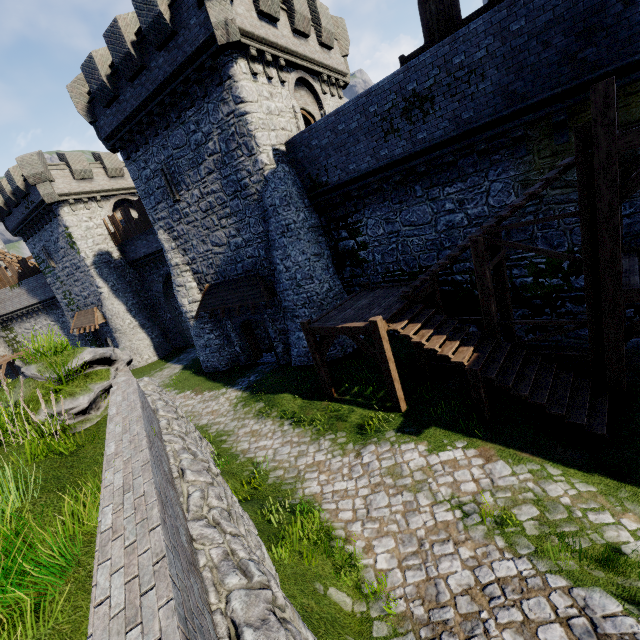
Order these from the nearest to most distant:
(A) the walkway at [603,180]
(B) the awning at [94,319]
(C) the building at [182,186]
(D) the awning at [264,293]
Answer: (A) the walkway at [603,180] → (C) the building at [182,186] → (D) the awning at [264,293] → (B) the awning at [94,319]

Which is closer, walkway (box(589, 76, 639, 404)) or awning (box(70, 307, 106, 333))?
walkway (box(589, 76, 639, 404))

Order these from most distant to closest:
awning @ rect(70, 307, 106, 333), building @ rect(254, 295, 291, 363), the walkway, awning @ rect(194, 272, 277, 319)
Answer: awning @ rect(70, 307, 106, 333) → building @ rect(254, 295, 291, 363) → awning @ rect(194, 272, 277, 319) → the walkway

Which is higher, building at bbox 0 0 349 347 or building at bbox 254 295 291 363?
building at bbox 0 0 349 347

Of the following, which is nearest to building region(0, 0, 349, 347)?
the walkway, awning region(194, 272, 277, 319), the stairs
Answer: awning region(194, 272, 277, 319)

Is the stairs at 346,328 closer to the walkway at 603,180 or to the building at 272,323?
the walkway at 603,180

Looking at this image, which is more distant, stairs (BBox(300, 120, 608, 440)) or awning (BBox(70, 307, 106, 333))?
awning (BBox(70, 307, 106, 333))

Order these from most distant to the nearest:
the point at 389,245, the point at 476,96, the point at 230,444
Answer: the point at 389,245 → the point at 230,444 → the point at 476,96
